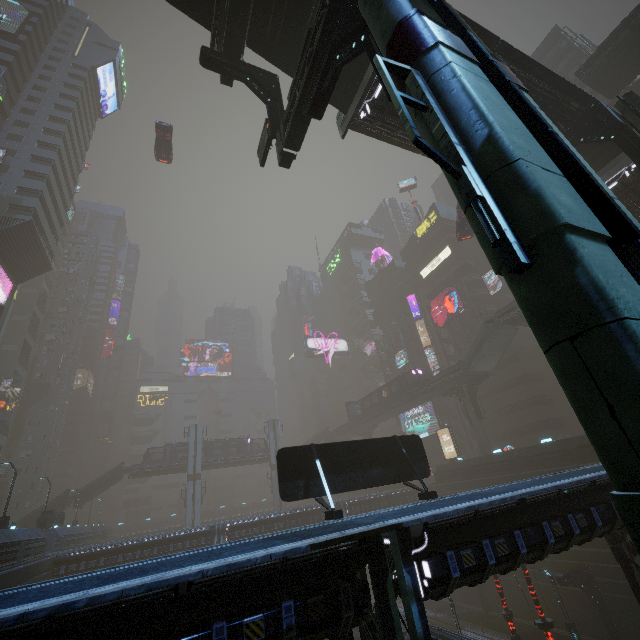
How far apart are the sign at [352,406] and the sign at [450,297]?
19.3m

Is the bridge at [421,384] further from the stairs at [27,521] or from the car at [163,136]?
the car at [163,136]

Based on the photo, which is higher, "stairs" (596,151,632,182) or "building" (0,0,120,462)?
"building" (0,0,120,462)

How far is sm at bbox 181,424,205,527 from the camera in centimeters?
4994cm

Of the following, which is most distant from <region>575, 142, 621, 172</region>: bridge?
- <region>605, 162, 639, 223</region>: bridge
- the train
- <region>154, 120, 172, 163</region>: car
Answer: the train

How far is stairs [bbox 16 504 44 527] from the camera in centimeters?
4341cm

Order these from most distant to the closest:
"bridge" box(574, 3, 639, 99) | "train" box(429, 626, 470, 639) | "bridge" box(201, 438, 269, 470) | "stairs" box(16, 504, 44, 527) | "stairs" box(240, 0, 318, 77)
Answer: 1. "bridge" box(201, 438, 269, 470)
2. "stairs" box(16, 504, 44, 527)
3. "bridge" box(574, 3, 639, 99)
4. "train" box(429, 626, 470, 639)
5. "stairs" box(240, 0, 318, 77)

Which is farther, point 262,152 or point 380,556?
point 262,152
